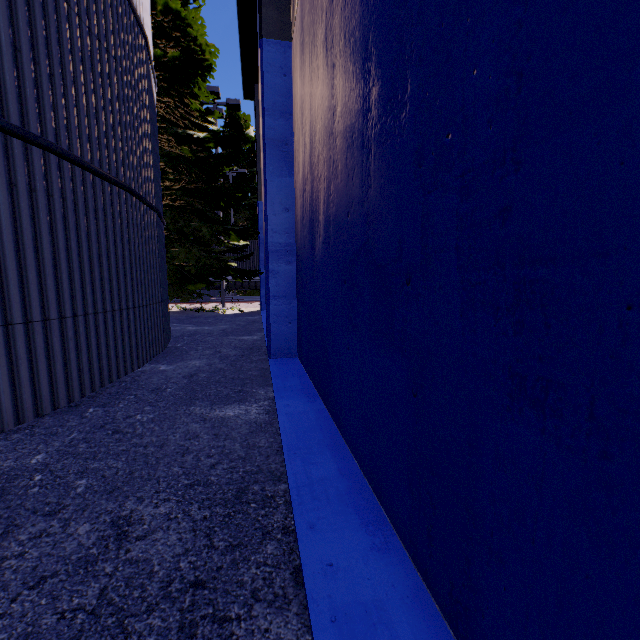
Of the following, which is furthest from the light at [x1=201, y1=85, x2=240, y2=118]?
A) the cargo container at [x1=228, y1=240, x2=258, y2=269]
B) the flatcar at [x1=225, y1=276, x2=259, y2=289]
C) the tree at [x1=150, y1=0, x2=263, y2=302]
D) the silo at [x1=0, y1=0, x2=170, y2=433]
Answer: the silo at [x1=0, y1=0, x2=170, y2=433]

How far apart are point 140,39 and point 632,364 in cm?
811

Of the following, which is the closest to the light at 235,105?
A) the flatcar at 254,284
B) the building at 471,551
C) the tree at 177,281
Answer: the tree at 177,281

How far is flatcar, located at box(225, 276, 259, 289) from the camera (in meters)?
21.73

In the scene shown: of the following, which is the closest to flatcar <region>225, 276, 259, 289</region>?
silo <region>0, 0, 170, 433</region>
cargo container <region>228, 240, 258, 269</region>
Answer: cargo container <region>228, 240, 258, 269</region>

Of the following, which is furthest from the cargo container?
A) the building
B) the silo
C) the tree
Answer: the silo

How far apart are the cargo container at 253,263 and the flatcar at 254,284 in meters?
0.0 m

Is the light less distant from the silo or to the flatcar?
the flatcar
